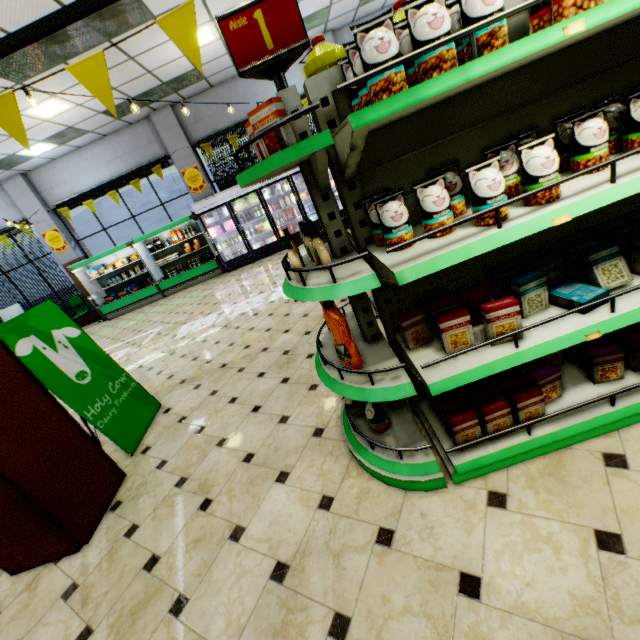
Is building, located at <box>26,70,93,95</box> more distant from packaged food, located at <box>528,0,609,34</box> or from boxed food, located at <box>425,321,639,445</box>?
packaged food, located at <box>528,0,609,34</box>

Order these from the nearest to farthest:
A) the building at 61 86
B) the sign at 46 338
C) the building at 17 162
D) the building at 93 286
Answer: the sign at 46 338 < the building at 61 86 < the building at 17 162 < the building at 93 286

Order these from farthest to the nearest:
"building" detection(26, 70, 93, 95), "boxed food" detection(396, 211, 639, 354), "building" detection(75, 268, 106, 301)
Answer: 1. "building" detection(75, 268, 106, 301)
2. "building" detection(26, 70, 93, 95)
3. "boxed food" detection(396, 211, 639, 354)

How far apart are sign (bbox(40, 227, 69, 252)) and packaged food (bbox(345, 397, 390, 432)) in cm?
1251

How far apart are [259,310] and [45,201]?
9.6m

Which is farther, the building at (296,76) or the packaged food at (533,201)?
the building at (296,76)

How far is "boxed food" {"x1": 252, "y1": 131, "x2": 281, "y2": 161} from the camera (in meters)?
1.41

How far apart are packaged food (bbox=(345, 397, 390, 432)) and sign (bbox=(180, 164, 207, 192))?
10.25m
